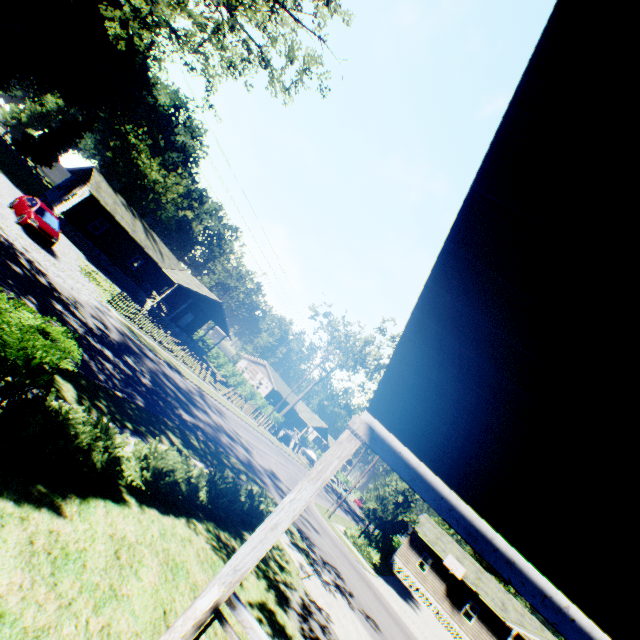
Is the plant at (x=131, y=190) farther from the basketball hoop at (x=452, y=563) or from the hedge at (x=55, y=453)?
the hedge at (x=55, y=453)

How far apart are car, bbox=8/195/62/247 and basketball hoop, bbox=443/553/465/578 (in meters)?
41.46

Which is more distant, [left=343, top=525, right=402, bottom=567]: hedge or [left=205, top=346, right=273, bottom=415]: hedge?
[left=205, top=346, right=273, bottom=415]: hedge

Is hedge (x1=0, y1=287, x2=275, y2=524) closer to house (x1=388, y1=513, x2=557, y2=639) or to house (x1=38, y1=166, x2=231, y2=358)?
house (x1=38, y1=166, x2=231, y2=358)

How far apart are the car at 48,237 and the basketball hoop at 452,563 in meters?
41.5

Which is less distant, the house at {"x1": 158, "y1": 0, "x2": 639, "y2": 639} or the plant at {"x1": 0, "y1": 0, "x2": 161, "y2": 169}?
the house at {"x1": 158, "y1": 0, "x2": 639, "y2": 639}

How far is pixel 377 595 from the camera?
18.6 meters

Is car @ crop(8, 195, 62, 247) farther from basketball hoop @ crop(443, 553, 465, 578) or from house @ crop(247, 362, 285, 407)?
basketball hoop @ crop(443, 553, 465, 578)
